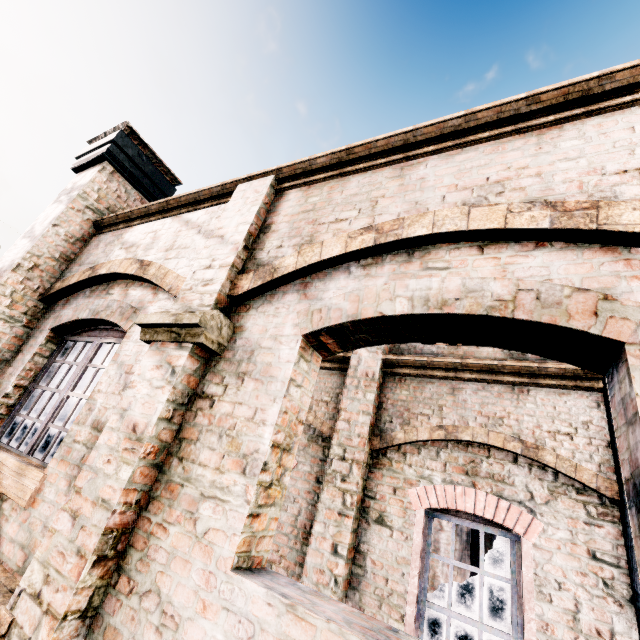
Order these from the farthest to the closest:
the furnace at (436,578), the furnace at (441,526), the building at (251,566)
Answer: the furnace at (441,526), the furnace at (436,578), the building at (251,566)

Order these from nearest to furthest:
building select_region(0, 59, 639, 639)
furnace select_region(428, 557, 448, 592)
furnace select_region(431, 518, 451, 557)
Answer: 1. building select_region(0, 59, 639, 639)
2. furnace select_region(428, 557, 448, 592)
3. furnace select_region(431, 518, 451, 557)

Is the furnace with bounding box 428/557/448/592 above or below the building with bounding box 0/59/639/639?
below

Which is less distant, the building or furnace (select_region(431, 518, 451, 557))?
the building

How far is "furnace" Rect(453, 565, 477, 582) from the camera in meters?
16.0

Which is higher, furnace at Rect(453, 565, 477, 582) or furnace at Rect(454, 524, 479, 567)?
furnace at Rect(454, 524, 479, 567)

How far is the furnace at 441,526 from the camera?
16.28m

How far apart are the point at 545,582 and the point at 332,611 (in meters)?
4.80
